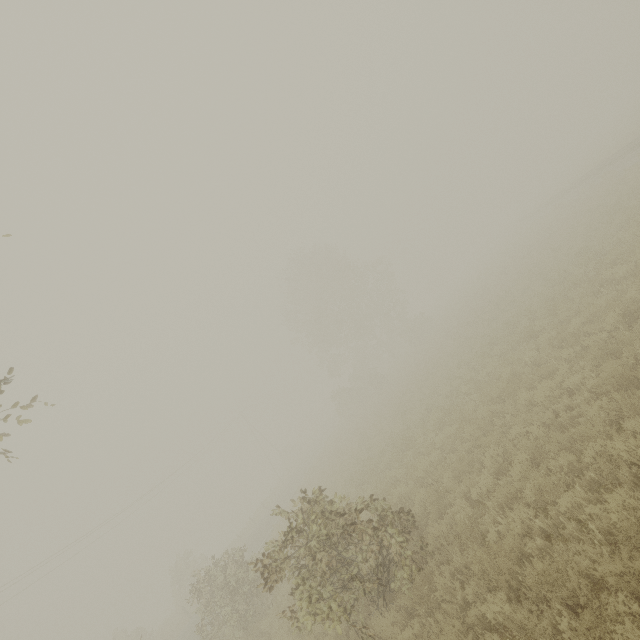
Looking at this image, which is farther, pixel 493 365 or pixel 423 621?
pixel 493 365
